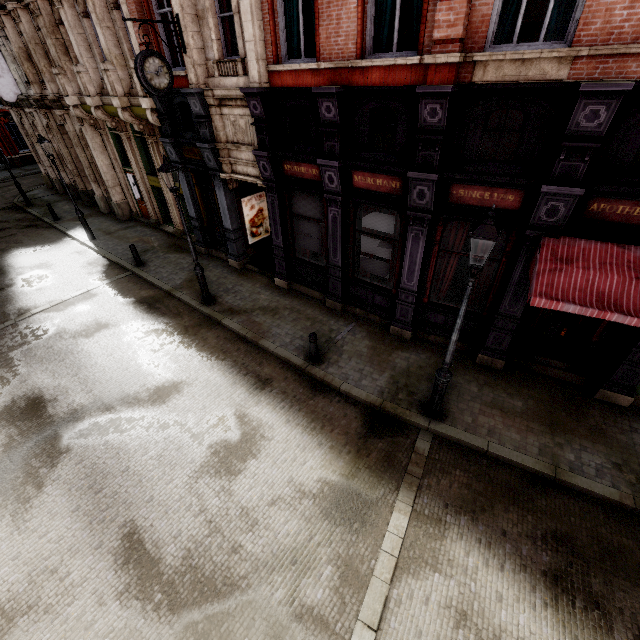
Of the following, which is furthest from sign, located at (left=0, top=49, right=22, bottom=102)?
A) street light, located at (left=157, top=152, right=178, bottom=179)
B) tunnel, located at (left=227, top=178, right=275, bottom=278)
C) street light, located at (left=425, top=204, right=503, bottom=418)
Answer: street light, located at (left=425, top=204, right=503, bottom=418)

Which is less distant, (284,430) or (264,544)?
(264,544)

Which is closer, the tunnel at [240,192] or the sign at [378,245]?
the sign at [378,245]

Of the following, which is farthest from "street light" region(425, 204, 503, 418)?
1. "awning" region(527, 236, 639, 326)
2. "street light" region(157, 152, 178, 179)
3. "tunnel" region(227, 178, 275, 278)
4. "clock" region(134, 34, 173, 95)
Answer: "clock" region(134, 34, 173, 95)

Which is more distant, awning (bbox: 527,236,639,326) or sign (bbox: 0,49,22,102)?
sign (bbox: 0,49,22,102)

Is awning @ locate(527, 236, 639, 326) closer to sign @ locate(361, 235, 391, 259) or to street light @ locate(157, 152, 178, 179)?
sign @ locate(361, 235, 391, 259)

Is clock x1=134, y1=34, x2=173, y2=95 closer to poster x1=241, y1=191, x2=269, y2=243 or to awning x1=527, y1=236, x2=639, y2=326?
poster x1=241, y1=191, x2=269, y2=243

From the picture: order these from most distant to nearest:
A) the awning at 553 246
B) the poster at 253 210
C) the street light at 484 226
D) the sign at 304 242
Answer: the poster at 253 210
the sign at 304 242
the awning at 553 246
the street light at 484 226
